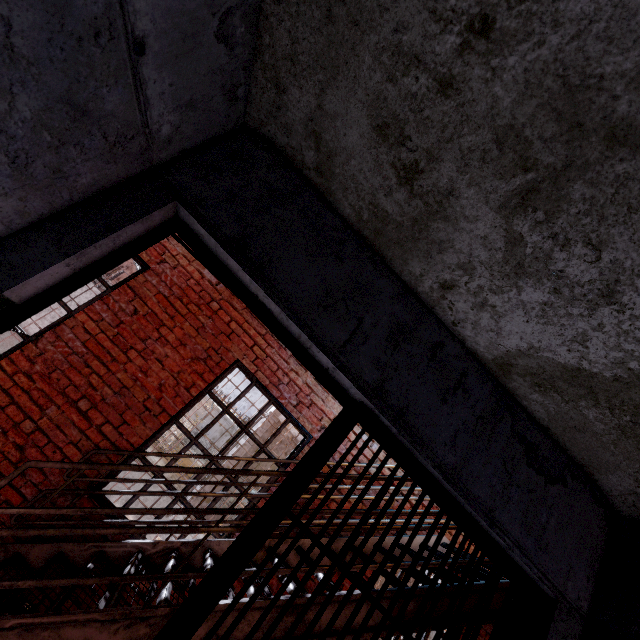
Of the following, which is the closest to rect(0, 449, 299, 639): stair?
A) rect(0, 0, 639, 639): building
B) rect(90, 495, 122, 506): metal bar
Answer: rect(90, 495, 122, 506): metal bar

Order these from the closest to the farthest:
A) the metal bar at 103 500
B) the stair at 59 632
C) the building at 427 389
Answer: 1. the building at 427 389
2. the stair at 59 632
3. the metal bar at 103 500

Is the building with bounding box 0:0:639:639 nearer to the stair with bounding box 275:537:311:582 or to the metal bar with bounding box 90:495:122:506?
the stair with bounding box 275:537:311:582

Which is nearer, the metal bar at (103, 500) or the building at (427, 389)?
the building at (427, 389)

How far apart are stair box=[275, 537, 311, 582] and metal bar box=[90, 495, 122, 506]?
0.1m

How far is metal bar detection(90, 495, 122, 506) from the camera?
3.2m

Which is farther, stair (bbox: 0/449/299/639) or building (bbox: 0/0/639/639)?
stair (bbox: 0/449/299/639)

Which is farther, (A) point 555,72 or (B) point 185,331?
(B) point 185,331
